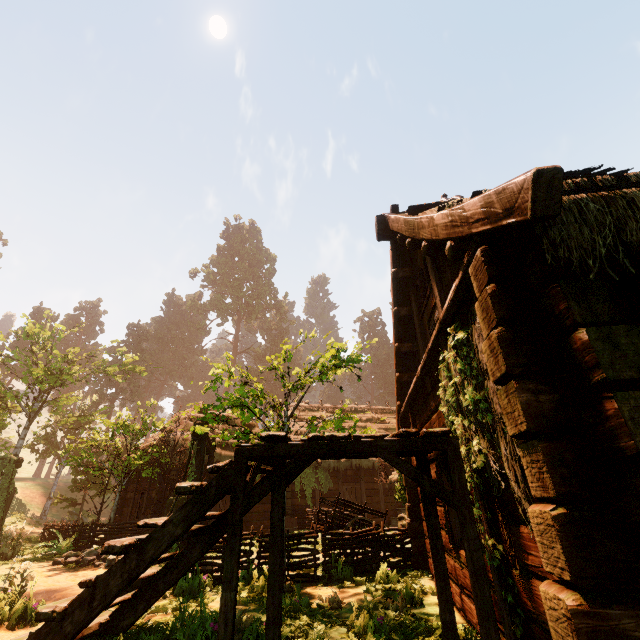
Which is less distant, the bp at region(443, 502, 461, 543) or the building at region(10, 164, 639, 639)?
the building at region(10, 164, 639, 639)

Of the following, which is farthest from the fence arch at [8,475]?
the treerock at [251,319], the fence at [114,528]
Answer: the fence at [114,528]

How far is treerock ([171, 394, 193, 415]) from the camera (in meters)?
6.42

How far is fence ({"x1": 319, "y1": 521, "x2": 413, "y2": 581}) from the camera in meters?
7.1

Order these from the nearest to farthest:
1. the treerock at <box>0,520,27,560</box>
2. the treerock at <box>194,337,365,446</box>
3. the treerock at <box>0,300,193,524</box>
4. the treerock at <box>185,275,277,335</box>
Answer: the treerock at <box>194,337,365,446</box>, the treerock at <box>0,520,27,560</box>, the treerock at <box>0,300,193,524</box>, the treerock at <box>185,275,277,335</box>

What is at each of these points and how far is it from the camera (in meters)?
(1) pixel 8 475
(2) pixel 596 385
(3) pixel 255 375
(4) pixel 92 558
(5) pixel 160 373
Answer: (1) fence arch, 14.78
(2) building, 1.78
(3) treerock, 53.12
(4) rock, 9.75
(5) treerock, 59.09

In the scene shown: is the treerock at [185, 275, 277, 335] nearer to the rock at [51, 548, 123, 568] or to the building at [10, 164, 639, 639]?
the building at [10, 164, 639, 639]

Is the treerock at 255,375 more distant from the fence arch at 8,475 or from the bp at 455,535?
the bp at 455,535
